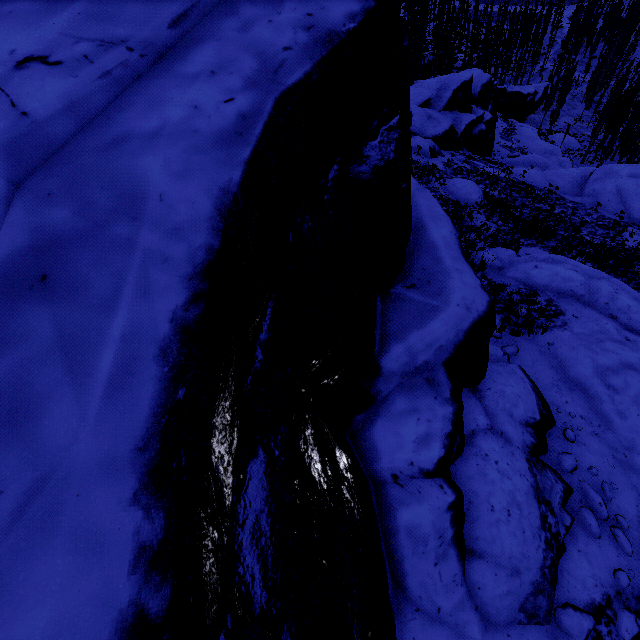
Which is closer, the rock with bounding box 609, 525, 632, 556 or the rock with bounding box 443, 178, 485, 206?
the rock with bounding box 609, 525, 632, 556

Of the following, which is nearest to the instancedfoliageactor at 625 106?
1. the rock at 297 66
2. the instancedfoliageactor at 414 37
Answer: the rock at 297 66

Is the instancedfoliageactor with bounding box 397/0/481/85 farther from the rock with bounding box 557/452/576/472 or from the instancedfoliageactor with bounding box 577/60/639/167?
the instancedfoliageactor with bounding box 577/60/639/167

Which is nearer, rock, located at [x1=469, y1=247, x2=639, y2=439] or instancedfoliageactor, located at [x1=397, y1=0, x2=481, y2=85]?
rock, located at [x1=469, y1=247, x2=639, y2=439]

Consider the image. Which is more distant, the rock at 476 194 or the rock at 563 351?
the rock at 476 194

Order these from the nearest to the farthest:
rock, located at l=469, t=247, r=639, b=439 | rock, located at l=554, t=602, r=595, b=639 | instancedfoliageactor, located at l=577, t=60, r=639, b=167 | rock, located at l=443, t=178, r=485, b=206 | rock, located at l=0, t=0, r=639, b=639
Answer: rock, located at l=0, t=0, r=639, b=639
rock, located at l=554, t=602, r=595, b=639
rock, located at l=469, t=247, r=639, b=439
rock, located at l=443, t=178, r=485, b=206
instancedfoliageactor, located at l=577, t=60, r=639, b=167

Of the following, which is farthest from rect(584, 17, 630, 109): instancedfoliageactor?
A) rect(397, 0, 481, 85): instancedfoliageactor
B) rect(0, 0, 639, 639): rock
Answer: rect(397, 0, 481, 85): instancedfoliageactor

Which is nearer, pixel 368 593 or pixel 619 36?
pixel 368 593
